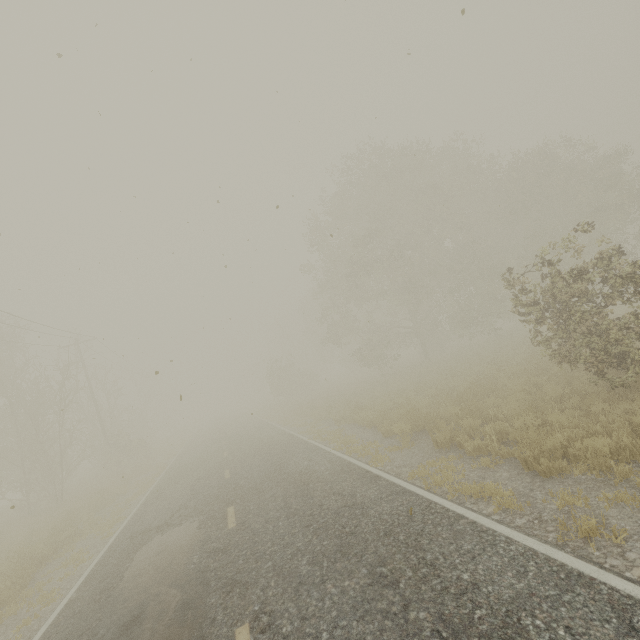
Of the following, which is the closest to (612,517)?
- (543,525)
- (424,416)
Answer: (543,525)

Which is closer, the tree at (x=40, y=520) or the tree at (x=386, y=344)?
the tree at (x=386, y=344)

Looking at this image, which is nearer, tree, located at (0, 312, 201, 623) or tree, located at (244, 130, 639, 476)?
tree, located at (244, 130, 639, 476)
